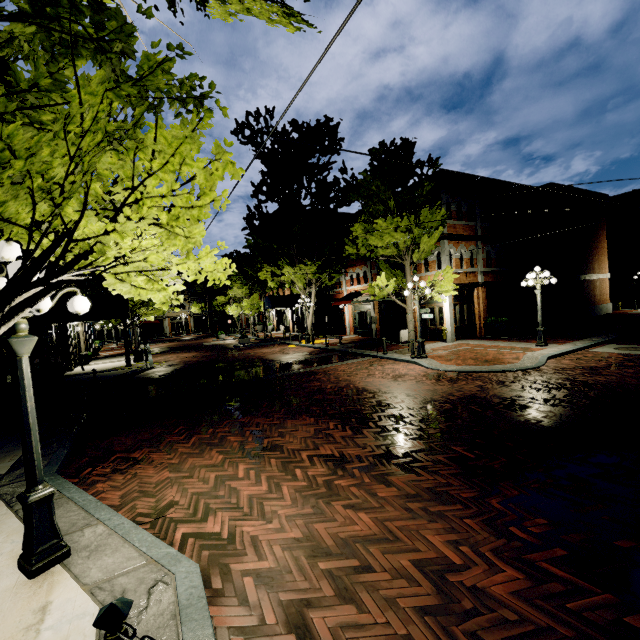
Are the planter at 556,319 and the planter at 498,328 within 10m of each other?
yes

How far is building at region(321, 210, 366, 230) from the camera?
38.12m

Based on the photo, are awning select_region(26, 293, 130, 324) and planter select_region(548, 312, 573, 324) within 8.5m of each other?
no

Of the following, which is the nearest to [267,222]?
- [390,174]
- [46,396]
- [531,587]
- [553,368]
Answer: [390,174]

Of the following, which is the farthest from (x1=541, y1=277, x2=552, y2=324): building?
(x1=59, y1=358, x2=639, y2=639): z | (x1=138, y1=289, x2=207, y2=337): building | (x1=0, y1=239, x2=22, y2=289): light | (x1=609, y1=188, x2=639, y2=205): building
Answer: (x1=138, y1=289, x2=207, y2=337): building

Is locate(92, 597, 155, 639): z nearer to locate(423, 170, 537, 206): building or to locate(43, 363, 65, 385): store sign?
locate(423, 170, 537, 206): building

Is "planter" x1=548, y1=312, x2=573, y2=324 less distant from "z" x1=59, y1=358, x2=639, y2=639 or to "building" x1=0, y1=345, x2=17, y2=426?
"building" x1=0, y1=345, x2=17, y2=426

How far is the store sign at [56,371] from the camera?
15.4 meters
